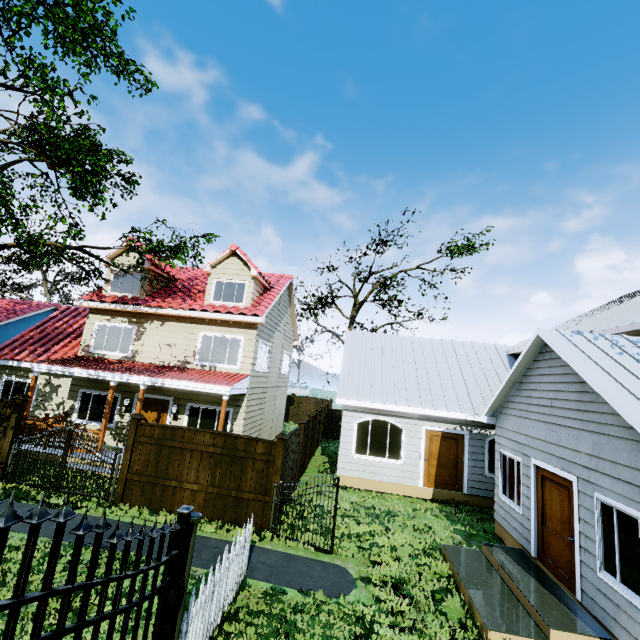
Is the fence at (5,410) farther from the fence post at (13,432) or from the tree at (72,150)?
the tree at (72,150)

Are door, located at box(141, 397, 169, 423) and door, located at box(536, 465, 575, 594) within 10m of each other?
no

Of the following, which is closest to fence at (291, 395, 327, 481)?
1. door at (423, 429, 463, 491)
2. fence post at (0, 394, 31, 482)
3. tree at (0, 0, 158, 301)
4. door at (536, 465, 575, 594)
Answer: tree at (0, 0, 158, 301)

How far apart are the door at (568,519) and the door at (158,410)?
12.8 meters

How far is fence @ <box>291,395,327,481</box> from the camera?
13.24m

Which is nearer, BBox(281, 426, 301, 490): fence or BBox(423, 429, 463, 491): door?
BBox(281, 426, 301, 490): fence

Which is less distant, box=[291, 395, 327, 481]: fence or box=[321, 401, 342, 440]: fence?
box=[291, 395, 327, 481]: fence

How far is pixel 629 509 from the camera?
5.2m
